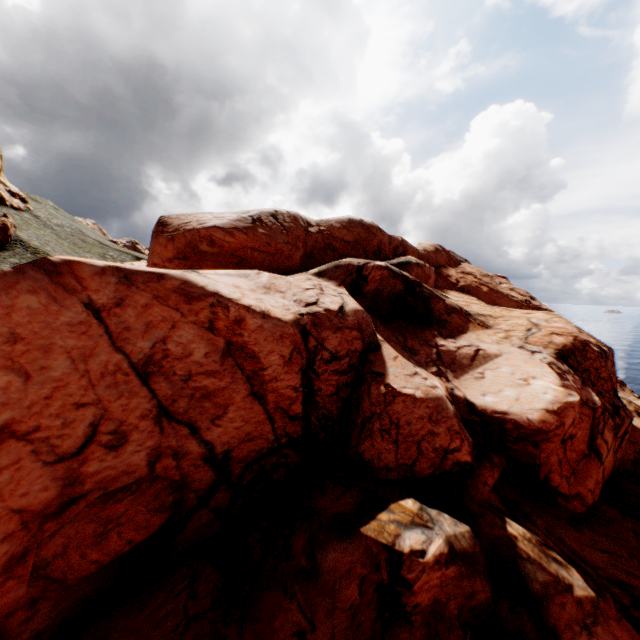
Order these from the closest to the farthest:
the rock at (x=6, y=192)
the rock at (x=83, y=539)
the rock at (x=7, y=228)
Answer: the rock at (x=83, y=539) < the rock at (x=7, y=228) < the rock at (x=6, y=192)

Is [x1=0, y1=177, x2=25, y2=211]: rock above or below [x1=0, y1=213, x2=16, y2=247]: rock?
above

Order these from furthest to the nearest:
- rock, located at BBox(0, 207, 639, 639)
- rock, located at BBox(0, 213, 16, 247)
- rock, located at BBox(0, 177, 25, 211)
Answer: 1. rock, located at BBox(0, 177, 25, 211)
2. rock, located at BBox(0, 213, 16, 247)
3. rock, located at BBox(0, 207, 639, 639)

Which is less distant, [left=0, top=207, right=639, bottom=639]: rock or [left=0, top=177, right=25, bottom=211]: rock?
[left=0, top=207, right=639, bottom=639]: rock

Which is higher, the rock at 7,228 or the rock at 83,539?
the rock at 7,228

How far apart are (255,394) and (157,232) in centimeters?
1765cm
